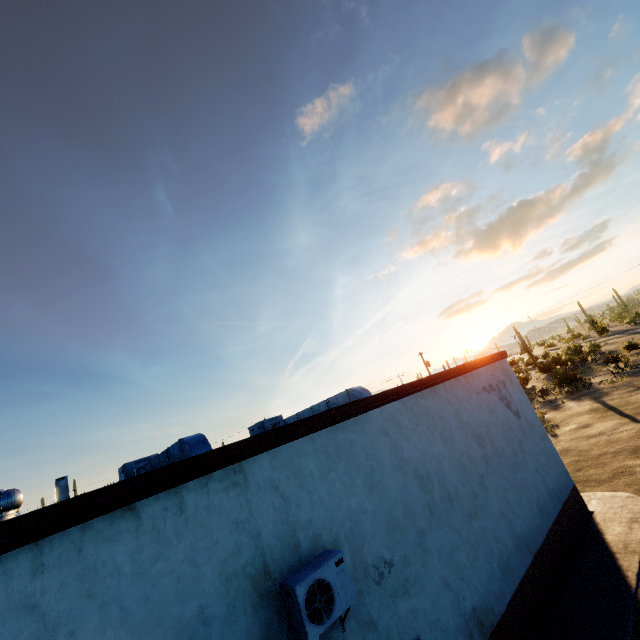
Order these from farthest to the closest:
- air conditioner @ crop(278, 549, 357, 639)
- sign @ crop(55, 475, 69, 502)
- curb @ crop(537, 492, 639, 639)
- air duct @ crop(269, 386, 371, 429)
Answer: sign @ crop(55, 475, 69, 502), air duct @ crop(269, 386, 371, 429), curb @ crop(537, 492, 639, 639), air conditioner @ crop(278, 549, 357, 639)

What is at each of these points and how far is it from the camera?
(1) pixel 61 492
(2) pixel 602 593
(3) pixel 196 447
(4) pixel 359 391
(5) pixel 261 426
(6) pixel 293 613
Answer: (1) sign, 15.1 meters
(2) curb, 6.4 meters
(3) air duct, 6.3 meters
(4) air duct, 9.6 meters
(5) air conditioner, 13.4 meters
(6) air conditioner, 3.7 meters

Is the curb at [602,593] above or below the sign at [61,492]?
below

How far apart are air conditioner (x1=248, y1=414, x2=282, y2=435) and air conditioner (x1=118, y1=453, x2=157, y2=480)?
3.99m

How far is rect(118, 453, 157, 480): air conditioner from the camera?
10.03m

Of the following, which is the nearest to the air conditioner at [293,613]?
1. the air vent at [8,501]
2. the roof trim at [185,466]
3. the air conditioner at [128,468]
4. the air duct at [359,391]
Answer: the roof trim at [185,466]

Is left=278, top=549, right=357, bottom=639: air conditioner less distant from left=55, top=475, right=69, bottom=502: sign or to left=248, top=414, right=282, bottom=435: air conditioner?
left=248, top=414, right=282, bottom=435: air conditioner

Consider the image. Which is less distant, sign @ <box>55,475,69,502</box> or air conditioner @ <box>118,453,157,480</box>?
air conditioner @ <box>118,453,157,480</box>
